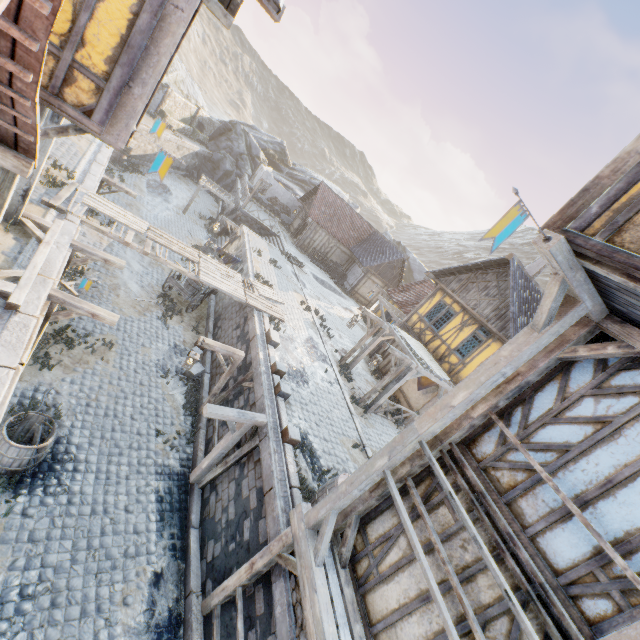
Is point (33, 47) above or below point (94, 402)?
above

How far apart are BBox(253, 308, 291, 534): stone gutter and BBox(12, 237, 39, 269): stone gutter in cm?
629

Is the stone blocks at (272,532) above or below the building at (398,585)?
below

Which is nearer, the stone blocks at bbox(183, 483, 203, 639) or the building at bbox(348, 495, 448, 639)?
the building at bbox(348, 495, 448, 639)

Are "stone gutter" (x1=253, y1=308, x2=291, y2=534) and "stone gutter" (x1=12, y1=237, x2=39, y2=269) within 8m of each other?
yes

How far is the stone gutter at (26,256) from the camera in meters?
7.2 m

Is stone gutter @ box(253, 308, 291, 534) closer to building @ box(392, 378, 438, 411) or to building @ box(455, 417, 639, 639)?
building @ box(455, 417, 639, 639)

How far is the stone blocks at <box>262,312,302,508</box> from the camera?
7.6m
